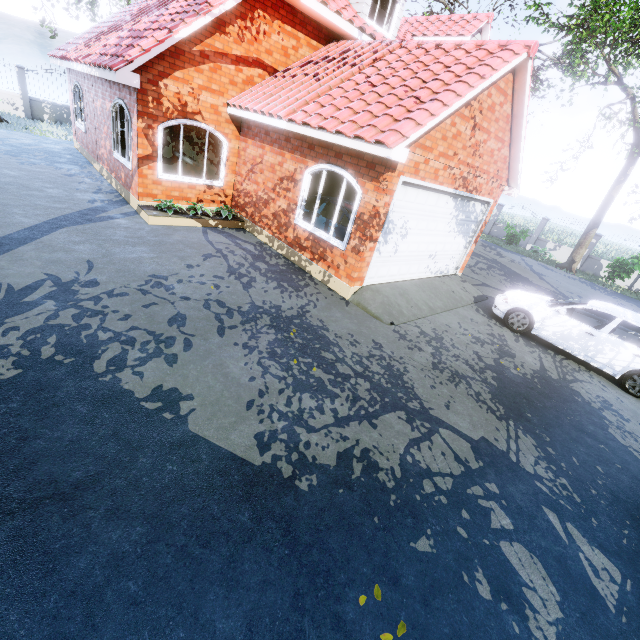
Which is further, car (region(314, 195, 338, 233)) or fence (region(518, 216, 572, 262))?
fence (region(518, 216, 572, 262))

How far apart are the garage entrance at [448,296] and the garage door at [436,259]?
0.02m

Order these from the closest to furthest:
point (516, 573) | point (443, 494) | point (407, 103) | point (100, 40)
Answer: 1. point (516, 573)
2. point (443, 494)
3. point (407, 103)
4. point (100, 40)

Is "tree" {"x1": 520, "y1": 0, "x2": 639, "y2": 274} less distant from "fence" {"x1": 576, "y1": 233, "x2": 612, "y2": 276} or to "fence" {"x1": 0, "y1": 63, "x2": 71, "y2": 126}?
"fence" {"x1": 576, "y1": 233, "x2": 612, "y2": 276}

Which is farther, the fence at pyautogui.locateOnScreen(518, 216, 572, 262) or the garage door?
the fence at pyautogui.locateOnScreen(518, 216, 572, 262)

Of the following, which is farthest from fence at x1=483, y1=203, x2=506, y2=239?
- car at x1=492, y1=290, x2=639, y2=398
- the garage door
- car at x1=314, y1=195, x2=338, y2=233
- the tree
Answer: car at x1=314, y1=195, x2=338, y2=233

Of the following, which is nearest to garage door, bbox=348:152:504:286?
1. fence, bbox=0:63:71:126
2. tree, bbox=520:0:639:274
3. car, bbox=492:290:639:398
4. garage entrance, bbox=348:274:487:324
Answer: garage entrance, bbox=348:274:487:324

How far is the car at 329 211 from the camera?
8.8m
